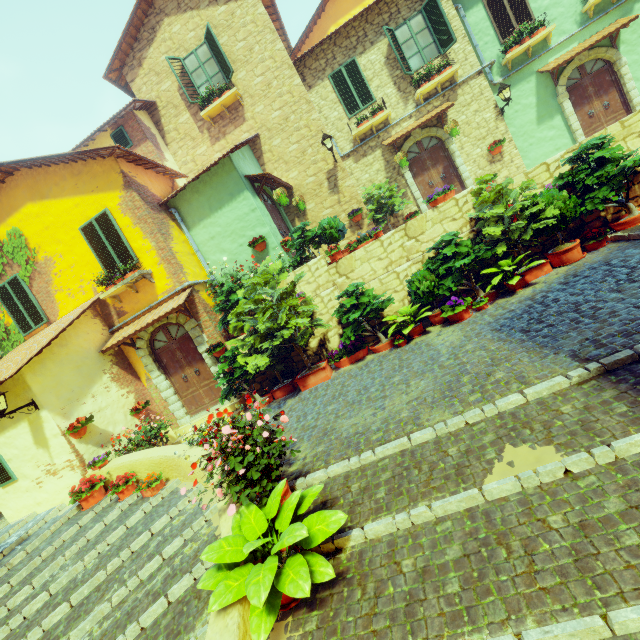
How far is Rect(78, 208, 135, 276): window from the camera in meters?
8.9

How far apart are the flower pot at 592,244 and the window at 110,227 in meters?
10.9

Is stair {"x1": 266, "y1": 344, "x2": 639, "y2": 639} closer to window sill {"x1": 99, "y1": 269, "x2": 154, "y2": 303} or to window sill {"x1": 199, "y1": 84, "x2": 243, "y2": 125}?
window sill {"x1": 99, "y1": 269, "x2": 154, "y2": 303}

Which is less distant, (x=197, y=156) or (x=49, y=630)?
(x=49, y=630)

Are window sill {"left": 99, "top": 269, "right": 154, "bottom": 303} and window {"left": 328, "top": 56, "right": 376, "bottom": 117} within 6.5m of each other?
no

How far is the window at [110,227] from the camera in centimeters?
889cm

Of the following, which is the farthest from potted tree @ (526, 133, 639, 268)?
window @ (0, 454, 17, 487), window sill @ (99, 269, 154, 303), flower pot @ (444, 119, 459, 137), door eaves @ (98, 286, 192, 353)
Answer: window @ (0, 454, 17, 487)

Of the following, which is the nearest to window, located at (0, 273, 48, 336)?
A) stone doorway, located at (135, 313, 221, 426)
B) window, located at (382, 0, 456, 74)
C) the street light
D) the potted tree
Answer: stone doorway, located at (135, 313, 221, 426)
